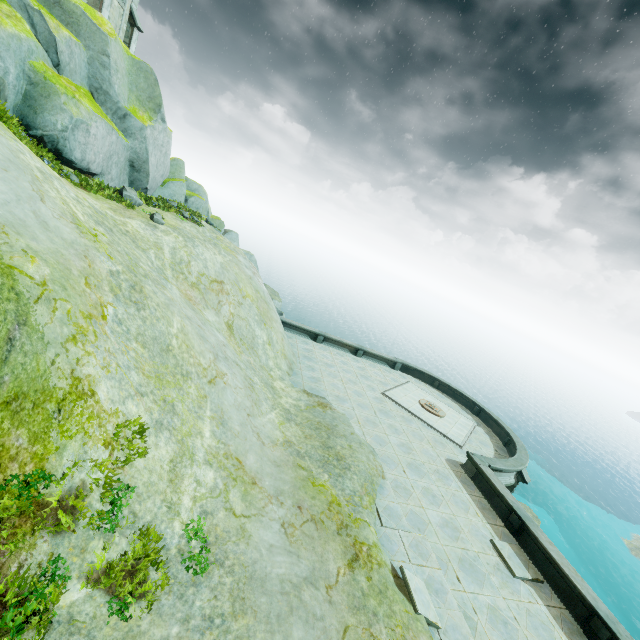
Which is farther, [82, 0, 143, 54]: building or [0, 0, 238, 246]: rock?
[82, 0, 143, 54]: building

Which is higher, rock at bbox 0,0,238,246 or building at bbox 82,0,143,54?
building at bbox 82,0,143,54

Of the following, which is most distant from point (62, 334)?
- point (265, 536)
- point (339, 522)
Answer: point (339, 522)

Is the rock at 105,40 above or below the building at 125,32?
below

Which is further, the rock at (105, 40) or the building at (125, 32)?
the building at (125, 32)
